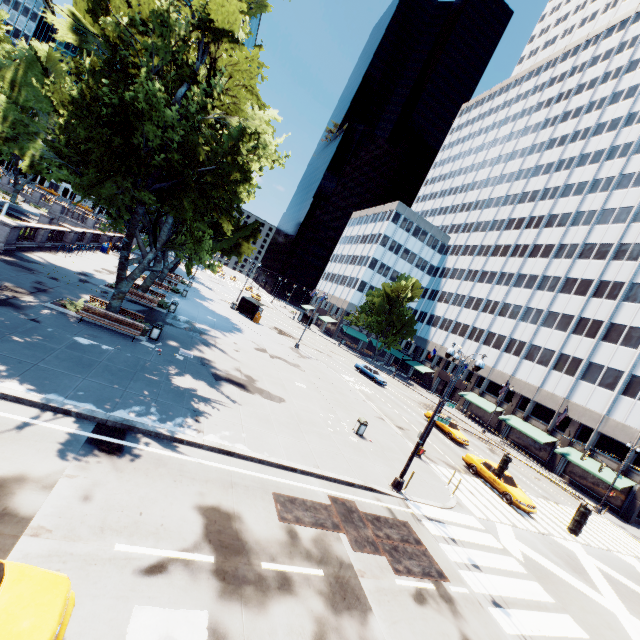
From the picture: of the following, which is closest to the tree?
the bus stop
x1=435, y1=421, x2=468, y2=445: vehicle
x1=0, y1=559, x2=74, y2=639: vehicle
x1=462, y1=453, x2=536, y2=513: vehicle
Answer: the bus stop

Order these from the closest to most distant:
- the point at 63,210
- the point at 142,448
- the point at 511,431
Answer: the point at 142,448 < the point at 511,431 < the point at 63,210

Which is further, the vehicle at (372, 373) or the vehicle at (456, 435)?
the vehicle at (372, 373)

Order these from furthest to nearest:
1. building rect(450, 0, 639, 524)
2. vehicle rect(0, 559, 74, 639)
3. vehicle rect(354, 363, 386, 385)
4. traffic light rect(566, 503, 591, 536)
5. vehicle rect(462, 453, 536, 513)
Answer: vehicle rect(354, 363, 386, 385) → building rect(450, 0, 639, 524) → vehicle rect(462, 453, 536, 513) → traffic light rect(566, 503, 591, 536) → vehicle rect(0, 559, 74, 639)

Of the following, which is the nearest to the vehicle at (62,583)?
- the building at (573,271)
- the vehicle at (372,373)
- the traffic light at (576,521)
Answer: the traffic light at (576,521)

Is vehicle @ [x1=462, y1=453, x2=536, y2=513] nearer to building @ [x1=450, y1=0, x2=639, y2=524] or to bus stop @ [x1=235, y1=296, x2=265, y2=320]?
building @ [x1=450, y1=0, x2=639, y2=524]

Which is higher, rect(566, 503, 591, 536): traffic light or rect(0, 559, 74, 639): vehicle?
rect(566, 503, 591, 536): traffic light

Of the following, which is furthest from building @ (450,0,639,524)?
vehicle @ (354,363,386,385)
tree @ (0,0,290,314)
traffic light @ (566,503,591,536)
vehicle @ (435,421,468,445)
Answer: traffic light @ (566,503,591,536)
